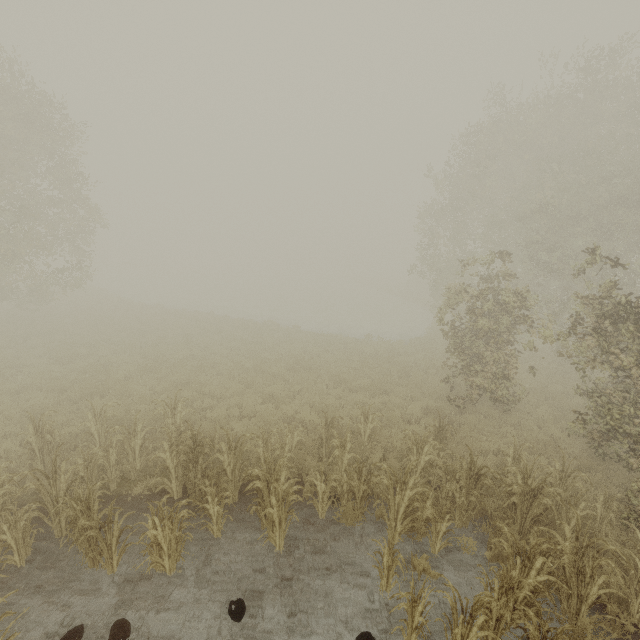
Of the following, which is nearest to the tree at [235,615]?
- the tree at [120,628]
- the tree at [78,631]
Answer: the tree at [120,628]

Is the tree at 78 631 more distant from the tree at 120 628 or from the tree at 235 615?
the tree at 235 615

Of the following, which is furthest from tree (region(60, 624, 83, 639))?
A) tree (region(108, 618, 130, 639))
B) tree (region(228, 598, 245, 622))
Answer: tree (region(228, 598, 245, 622))

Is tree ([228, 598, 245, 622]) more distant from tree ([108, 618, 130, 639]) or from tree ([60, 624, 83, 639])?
tree ([60, 624, 83, 639])

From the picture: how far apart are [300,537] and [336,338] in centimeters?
1497cm

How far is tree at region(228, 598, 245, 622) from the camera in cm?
526
